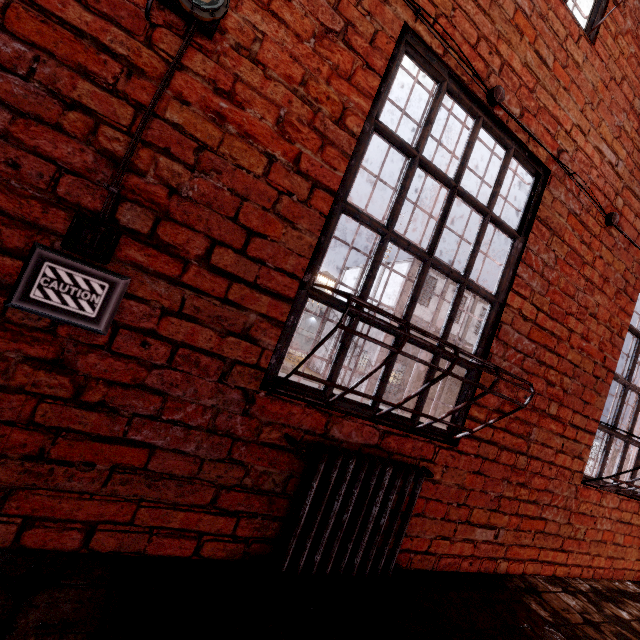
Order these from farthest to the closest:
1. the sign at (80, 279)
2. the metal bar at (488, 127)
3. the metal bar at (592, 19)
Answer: the metal bar at (592, 19), the metal bar at (488, 127), the sign at (80, 279)

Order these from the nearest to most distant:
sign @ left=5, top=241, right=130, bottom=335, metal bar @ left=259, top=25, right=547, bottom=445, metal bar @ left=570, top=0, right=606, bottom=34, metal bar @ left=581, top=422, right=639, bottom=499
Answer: sign @ left=5, top=241, right=130, bottom=335
metal bar @ left=259, top=25, right=547, bottom=445
metal bar @ left=570, top=0, right=606, bottom=34
metal bar @ left=581, top=422, right=639, bottom=499

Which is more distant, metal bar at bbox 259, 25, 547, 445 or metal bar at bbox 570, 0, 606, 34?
metal bar at bbox 570, 0, 606, 34

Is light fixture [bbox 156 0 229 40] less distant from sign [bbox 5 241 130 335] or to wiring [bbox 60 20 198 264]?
wiring [bbox 60 20 198 264]

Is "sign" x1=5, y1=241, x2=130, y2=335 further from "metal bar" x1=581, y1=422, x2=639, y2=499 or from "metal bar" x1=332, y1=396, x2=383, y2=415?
"metal bar" x1=581, y1=422, x2=639, y2=499

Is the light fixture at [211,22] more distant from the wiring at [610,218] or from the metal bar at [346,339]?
the metal bar at [346,339]

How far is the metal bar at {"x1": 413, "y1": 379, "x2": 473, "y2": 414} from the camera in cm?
195

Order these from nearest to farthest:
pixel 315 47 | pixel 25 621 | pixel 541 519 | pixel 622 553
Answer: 1. pixel 25 621
2. pixel 315 47
3. pixel 541 519
4. pixel 622 553
